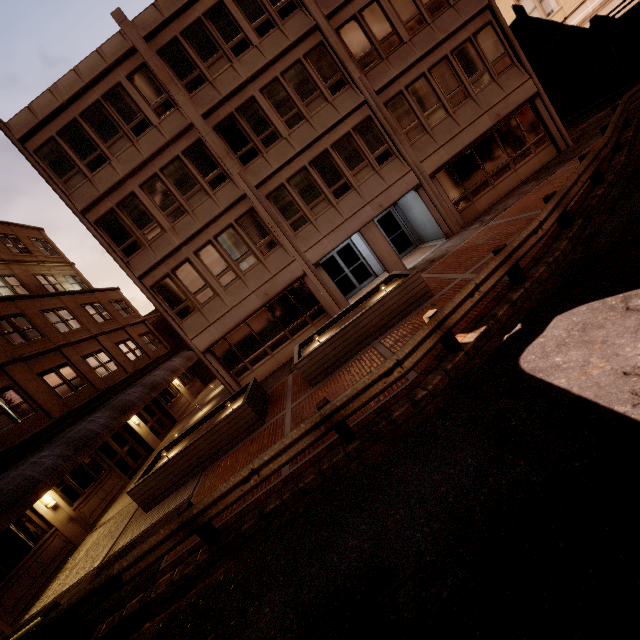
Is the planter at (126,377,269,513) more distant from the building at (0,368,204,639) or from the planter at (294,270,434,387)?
the building at (0,368,204,639)

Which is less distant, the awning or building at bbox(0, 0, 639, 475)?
the awning

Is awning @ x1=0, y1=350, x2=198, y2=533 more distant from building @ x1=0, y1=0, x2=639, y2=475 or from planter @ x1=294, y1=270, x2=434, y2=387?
planter @ x1=294, y1=270, x2=434, y2=387

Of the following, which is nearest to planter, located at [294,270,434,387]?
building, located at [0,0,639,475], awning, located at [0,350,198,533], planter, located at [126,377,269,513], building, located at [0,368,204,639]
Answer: planter, located at [126,377,269,513]

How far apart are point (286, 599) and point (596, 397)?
4.9m

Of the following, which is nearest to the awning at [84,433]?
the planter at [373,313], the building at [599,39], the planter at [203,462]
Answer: the planter at [203,462]

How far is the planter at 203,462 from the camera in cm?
1050

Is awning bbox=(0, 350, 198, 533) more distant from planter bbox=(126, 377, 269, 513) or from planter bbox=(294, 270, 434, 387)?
planter bbox=(294, 270, 434, 387)
